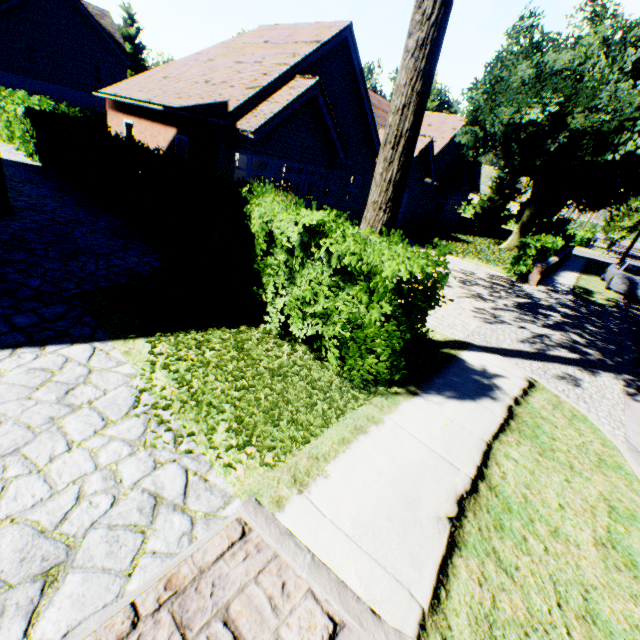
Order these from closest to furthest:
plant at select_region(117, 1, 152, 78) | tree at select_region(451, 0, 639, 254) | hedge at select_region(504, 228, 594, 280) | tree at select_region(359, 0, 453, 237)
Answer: tree at select_region(359, 0, 453, 237)
hedge at select_region(504, 228, 594, 280)
tree at select_region(451, 0, 639, 254)
plant at select_region(117, 1, 152, 78)

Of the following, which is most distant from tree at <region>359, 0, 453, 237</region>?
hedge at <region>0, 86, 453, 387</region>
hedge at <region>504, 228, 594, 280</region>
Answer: hedge at <region>504, 228, 594, 280</region>

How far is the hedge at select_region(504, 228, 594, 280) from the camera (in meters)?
14.23

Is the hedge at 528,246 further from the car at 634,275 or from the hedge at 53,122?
the hedge at 53,122

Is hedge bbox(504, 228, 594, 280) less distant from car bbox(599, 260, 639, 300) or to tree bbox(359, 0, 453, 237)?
→ tree bbox(359, 0, 453, 237)

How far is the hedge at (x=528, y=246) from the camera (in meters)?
14.23

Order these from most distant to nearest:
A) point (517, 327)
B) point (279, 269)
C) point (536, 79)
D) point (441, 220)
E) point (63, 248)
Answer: point (441, 220)
point (536, 79)
point (517, 327)
point (63, 248)
point (279, 269)

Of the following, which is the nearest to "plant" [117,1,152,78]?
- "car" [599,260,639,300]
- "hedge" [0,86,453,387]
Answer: "hedge" [0,86,453,387]
